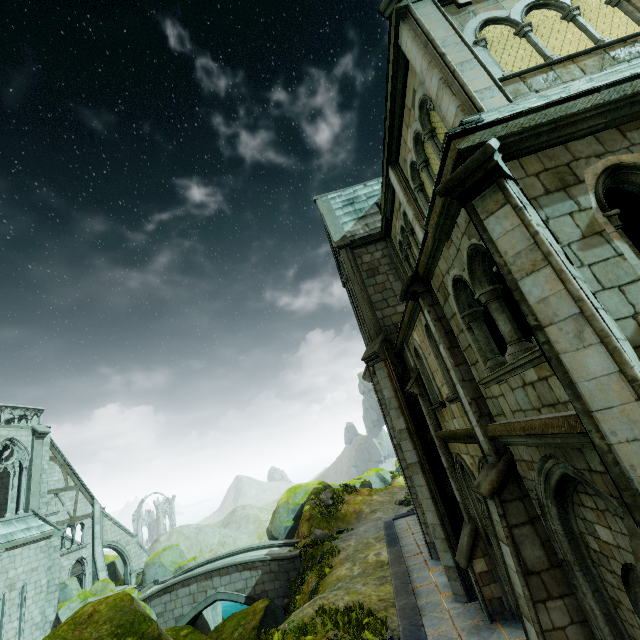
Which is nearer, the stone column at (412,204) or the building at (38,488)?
the stone column at (412,204)

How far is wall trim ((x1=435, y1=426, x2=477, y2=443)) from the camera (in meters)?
7.12

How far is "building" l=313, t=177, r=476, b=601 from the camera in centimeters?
A: 1100cm

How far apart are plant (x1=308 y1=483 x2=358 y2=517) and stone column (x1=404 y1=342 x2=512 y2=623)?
18.4m

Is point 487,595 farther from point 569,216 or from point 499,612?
point 569,216

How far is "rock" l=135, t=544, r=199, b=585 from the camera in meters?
25.8

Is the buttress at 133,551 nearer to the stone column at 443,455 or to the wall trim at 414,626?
the wall trim at 414,626

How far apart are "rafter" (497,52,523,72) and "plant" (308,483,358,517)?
29.3 meters
